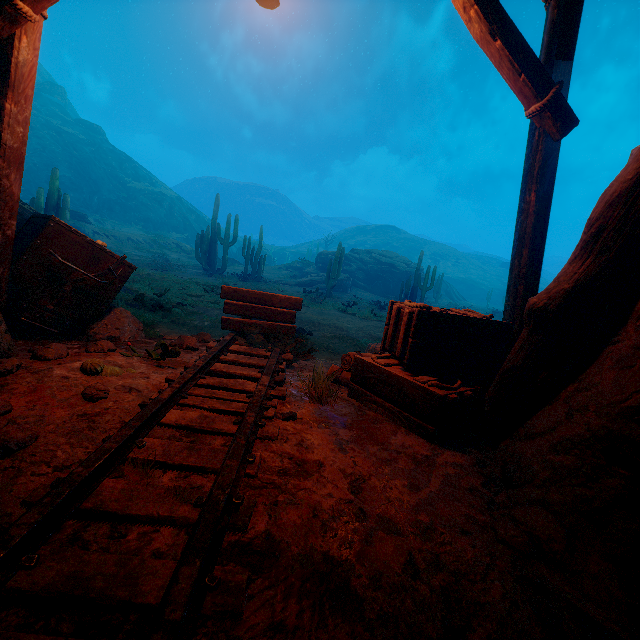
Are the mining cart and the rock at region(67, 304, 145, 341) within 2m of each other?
yes

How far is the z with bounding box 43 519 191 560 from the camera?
1.4 meters

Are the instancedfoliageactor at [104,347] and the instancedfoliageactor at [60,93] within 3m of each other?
no

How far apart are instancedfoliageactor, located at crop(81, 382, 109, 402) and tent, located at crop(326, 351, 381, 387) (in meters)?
1.99

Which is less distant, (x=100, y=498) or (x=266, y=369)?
(x=100, y=498)

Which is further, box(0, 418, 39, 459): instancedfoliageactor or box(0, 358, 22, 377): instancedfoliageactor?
box(0, 358, 22, 377): instancedfoliageactor

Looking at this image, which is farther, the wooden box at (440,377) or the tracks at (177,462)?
the wooden box at (440,377)

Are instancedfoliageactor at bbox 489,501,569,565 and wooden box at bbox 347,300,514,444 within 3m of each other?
yes
